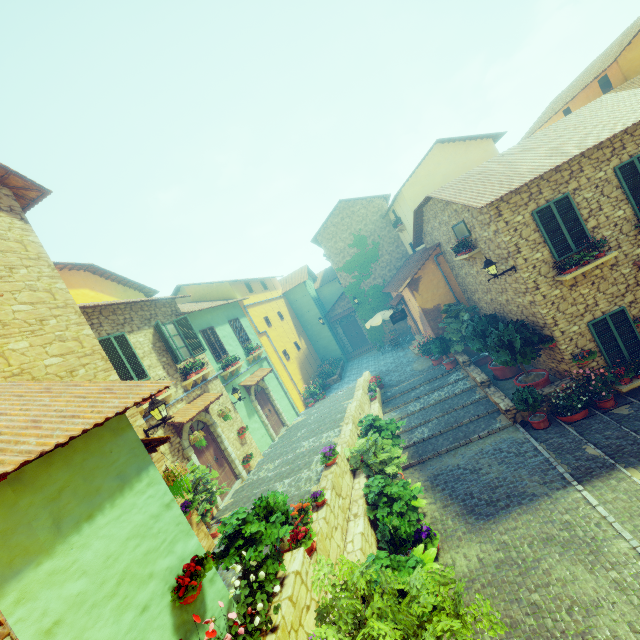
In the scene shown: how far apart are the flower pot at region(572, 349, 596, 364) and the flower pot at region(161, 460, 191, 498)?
10.9 meters

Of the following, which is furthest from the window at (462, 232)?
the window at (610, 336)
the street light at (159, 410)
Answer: the street light at (159, 410)

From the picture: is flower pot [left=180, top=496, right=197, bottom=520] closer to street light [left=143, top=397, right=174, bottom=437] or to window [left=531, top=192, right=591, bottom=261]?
street light [left=143, top=397, right=174, bottom=437]

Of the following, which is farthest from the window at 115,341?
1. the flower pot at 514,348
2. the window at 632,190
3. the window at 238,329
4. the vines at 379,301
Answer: the vines at 379,301

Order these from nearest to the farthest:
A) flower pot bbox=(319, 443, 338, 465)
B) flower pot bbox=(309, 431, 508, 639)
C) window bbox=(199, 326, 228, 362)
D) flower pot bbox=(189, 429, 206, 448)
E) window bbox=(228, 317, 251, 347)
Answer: flower pot bbox=(309, 431, 508, 639), flower pot bbox=(319, 443, 338, 465), flower pot bbox=(189, 429, 206, 448), window bbox=(199, 326, 228, 362), window bbox=(228, 317, 251, 347)

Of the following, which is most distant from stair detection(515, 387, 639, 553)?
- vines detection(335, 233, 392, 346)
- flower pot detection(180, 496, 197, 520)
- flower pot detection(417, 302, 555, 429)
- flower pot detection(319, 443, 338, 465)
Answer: vines detection(335, 233, 392, 346)

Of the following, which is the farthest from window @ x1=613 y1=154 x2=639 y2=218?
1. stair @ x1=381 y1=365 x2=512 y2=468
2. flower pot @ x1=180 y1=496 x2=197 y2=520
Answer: flower pot @ x1=180 y1=496 x2=197 y2=520

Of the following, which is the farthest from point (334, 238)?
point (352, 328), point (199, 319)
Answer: point (199, 319)
